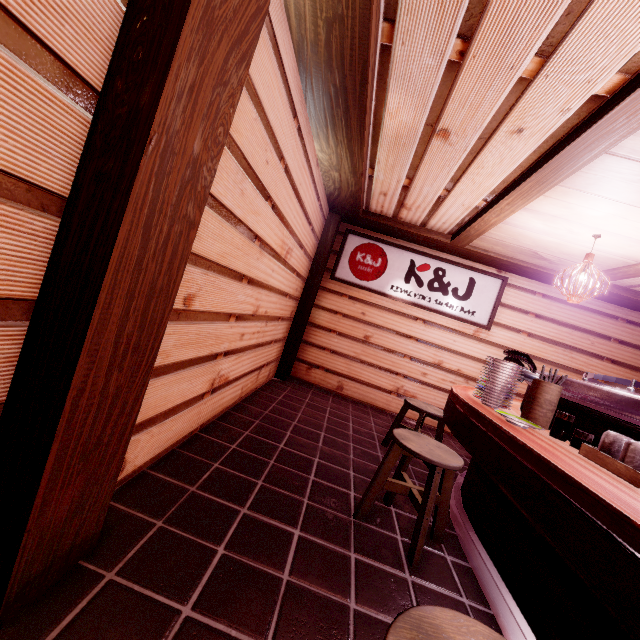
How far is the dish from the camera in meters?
3.7

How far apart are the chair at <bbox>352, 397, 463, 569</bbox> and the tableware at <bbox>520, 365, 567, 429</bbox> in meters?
1.0 m

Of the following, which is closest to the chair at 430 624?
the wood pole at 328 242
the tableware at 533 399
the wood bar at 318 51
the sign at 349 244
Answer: the tableware at 533 399

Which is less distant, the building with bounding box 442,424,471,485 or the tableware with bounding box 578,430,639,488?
the tableware with bounding box 578,430,639,488

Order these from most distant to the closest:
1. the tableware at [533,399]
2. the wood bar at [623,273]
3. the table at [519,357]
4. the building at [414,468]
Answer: the wood bar at [623,273]
the building at [414,468]
the table at [519,357]
the tableware at [533,399]

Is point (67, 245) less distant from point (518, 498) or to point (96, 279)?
point (96, 279)

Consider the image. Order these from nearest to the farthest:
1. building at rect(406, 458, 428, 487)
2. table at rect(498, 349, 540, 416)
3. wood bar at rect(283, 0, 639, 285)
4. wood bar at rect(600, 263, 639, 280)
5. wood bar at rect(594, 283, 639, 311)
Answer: wood bar at rect(283, 0, 639, 285) → table at rect(498, 349, 540, 416) → building at rect(406, 458, 428, 487) → wood bar at rect(600, 263, 639, 280) → wood bar at rect(594, 283, 639, 311)

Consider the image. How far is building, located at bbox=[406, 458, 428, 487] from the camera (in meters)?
5.66
